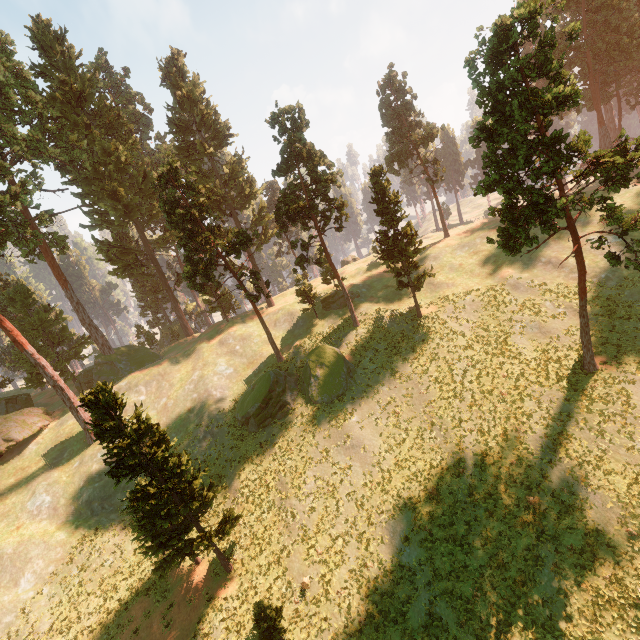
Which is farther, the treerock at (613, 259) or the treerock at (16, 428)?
the treerock at (16, 428)

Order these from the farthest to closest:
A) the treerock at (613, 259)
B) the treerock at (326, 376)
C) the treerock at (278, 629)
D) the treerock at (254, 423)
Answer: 1. the treerock at (254, 423)
2. the treerock at (326, 376)
3. the treerock at (613, 259)
4. the treerock at (278, 629)

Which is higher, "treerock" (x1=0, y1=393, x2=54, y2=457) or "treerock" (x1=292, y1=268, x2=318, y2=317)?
"treerock" (x1=292, y1=268, x2=318, y2=317)

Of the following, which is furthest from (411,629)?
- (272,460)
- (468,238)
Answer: (468,238)

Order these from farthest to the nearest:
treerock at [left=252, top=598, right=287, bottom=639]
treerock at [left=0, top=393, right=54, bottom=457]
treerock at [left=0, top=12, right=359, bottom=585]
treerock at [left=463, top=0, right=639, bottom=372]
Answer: treerock at [left=0, top=393, right=54, bottom=457] → treerock at [left=0, top=12, right=359, bottom=585] → treerock at [left=252, top=598, right=287, bottom=639] → treerock at [left=463, top=0, right=639, bottom=372]

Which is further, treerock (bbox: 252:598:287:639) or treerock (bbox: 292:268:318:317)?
treerock (bbox: 292:268:318:317)

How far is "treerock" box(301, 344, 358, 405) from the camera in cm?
3089
